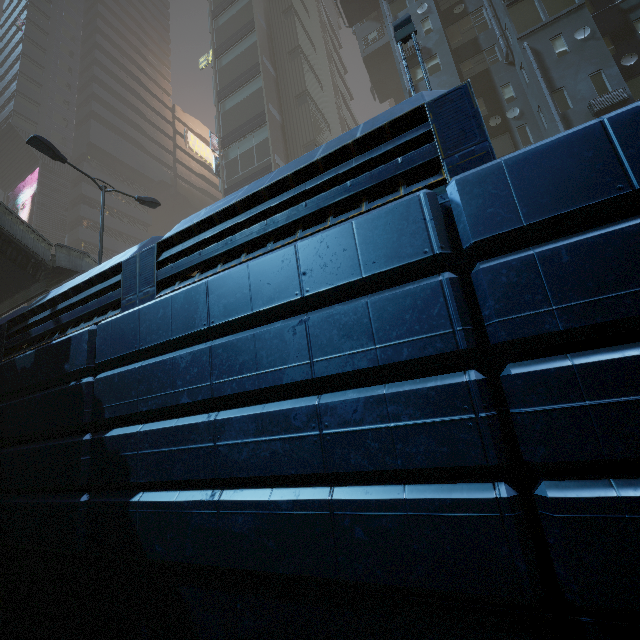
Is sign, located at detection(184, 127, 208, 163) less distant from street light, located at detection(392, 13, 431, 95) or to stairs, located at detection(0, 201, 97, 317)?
stairs, located at detection(0, 201, 97, 317)

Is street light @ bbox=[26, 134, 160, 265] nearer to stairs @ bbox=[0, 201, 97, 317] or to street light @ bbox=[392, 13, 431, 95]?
stairs @ bbox=[0, 201, 97, 317]

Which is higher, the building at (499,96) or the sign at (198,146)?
the sign at (198,146)

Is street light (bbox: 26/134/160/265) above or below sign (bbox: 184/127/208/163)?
below

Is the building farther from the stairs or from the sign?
the stairs

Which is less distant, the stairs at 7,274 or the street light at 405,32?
the street light at 405,32

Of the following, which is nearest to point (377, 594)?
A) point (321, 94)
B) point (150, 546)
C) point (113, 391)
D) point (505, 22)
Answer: point (150, 546)

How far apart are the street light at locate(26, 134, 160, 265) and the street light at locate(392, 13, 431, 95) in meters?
11.3
